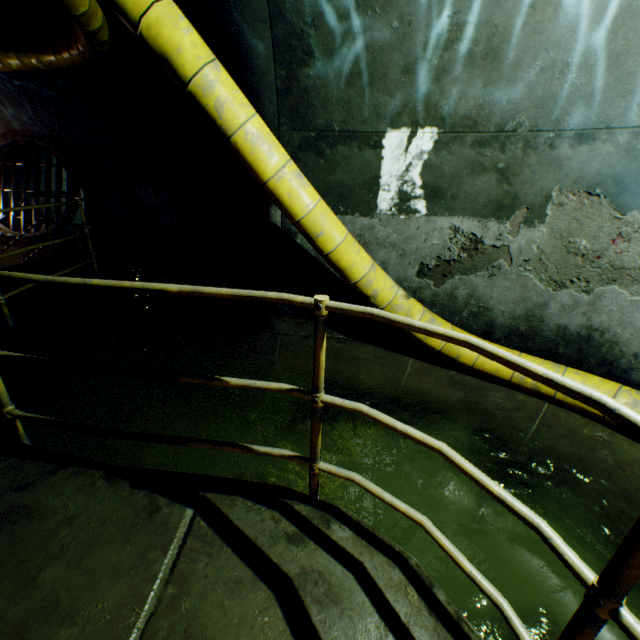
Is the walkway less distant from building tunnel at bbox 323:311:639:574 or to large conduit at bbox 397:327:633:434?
building tunnel at bbox 323:311:639:574

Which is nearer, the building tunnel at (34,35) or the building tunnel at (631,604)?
the building tunnel at (631,604)

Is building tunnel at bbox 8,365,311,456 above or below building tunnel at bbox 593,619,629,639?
above

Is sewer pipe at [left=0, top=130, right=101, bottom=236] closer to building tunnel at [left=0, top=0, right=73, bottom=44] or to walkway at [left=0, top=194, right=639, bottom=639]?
building tunnel at [left=0, top=0, right=73, bottom=44]

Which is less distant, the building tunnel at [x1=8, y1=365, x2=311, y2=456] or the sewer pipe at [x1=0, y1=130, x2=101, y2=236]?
the building tunnel at [x1=8, y1=365, x2=311, y2=456]

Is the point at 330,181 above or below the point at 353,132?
below

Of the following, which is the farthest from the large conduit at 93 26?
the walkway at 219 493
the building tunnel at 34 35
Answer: the walkway at 219 493
